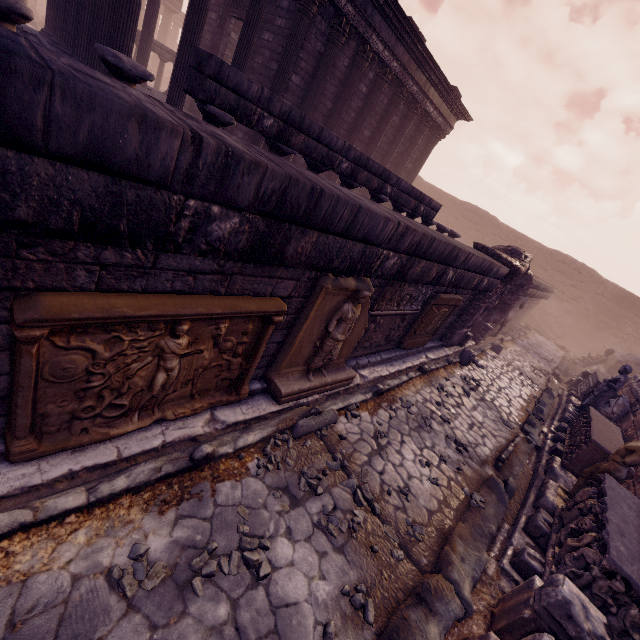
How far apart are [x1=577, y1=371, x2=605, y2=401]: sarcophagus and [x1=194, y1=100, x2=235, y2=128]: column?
13.3 meters

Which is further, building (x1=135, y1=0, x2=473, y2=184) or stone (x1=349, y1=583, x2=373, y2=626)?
building (x1=135, y1=0, x2=473, y2=184)

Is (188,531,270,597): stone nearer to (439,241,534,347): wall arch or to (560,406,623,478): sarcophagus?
(560,406,623,478): sarcophagus

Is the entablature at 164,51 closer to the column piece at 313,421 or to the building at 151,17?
the building at 151,17

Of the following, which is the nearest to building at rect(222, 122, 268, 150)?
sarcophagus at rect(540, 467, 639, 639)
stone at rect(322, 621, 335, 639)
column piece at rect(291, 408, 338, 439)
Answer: column piece at rect(291, 408, 338, 439)

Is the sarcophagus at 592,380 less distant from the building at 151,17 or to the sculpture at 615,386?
the sculpture at 615,386

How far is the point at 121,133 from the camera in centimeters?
159cm

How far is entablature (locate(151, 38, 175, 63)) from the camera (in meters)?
16.66
